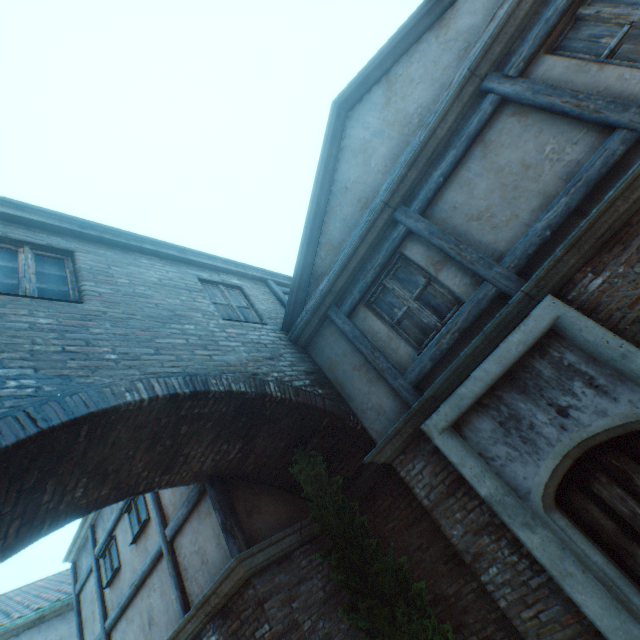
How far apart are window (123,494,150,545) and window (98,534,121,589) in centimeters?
96cm

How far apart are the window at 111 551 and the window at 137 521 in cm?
96

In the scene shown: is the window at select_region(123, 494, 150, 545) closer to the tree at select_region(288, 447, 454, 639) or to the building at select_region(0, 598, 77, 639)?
the tree at select_region(288, 447, 454, 639)

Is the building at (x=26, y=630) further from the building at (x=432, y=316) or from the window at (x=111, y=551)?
the window at (x=111, y=551)

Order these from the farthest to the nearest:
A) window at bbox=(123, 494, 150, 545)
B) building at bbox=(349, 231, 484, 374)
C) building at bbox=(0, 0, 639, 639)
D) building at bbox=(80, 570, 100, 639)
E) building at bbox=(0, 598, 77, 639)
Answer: building at bbox=(0, 598, 77, 639), building at bbox=(80, 570, 100, 639), window at bbox=(123, 494, 150, 545), building at bbox=(349, 231, 484, 374), building at bbox=(0, 0, 639, 639)

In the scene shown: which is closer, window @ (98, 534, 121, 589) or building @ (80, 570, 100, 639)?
window @ (98, 534, 121, 589)

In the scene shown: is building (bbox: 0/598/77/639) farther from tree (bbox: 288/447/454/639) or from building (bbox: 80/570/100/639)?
tree (bbox: 288/447/454/639)

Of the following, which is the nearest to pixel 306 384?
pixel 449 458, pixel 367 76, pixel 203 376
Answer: pixel 203 376
